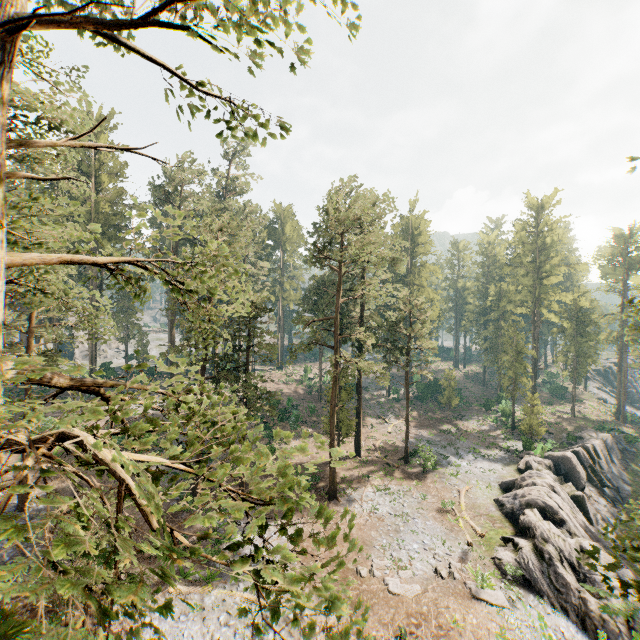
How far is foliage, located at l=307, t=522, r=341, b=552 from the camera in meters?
3.7

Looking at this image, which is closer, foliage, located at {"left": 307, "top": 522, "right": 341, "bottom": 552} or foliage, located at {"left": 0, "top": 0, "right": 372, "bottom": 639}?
foliage, located at {"left": 0, "top": 0, "right": 372, "bottom": 639}

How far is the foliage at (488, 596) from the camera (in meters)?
18.06

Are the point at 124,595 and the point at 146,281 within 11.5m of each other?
yes

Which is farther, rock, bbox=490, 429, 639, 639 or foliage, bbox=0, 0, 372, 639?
rock, bbox=490, 429, 639, 639

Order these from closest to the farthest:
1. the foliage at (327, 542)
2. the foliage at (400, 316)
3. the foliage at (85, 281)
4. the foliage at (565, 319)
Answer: the foliage at (85, 281)
the foliage at (327, 542)
the foliage at (400, 316)
the foliage at (565, 319)

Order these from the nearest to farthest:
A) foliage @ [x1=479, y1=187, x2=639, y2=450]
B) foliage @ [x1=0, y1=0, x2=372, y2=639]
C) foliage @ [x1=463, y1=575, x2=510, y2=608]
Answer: foliage @ [x1=0, y1=0, x2=372, y2=639] < foliage @ [x1=463, y1=575, x2=510, y2=608] < foliage @ [x1=479, y1=187, x2=639, y2=450]
